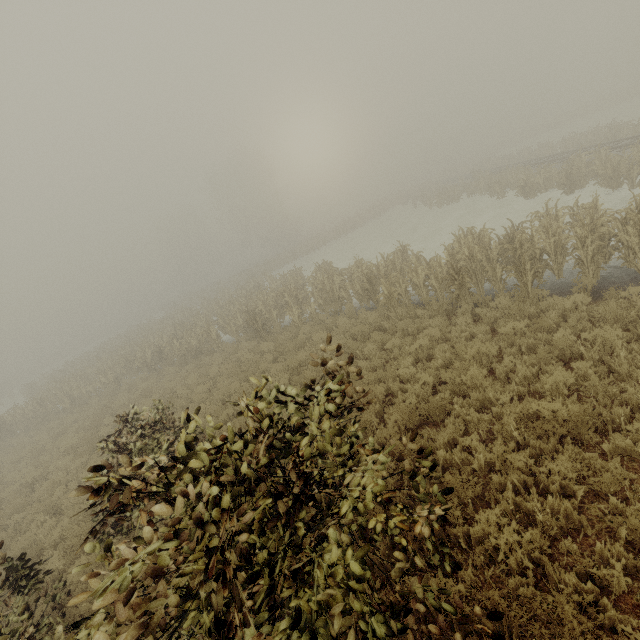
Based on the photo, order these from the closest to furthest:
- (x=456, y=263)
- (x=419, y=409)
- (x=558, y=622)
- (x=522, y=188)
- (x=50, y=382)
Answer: (x=558, y=622) → (x=419, y=409) → (x=456, y=263) → (x=522, y=188) → (x=50, y=382)
